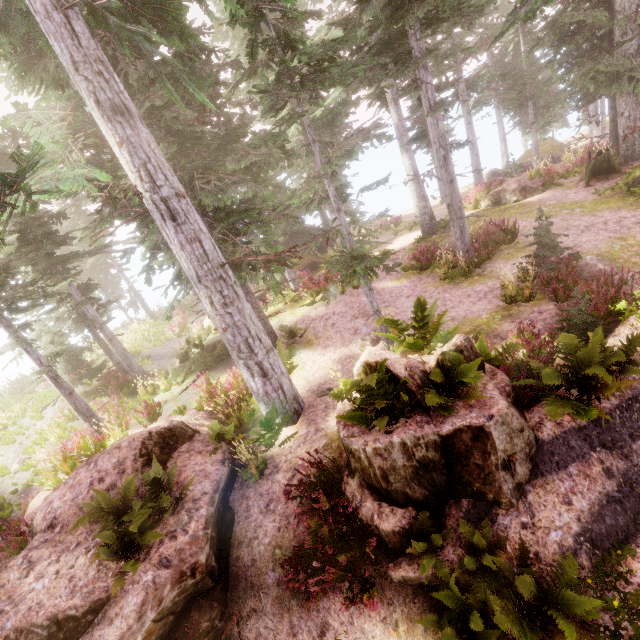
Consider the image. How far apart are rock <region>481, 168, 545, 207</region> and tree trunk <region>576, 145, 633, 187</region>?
1.60m

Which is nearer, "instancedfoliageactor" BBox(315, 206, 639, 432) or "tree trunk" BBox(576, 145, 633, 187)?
"instancedfoliageactor" BBox(315, 206, 639, 432)

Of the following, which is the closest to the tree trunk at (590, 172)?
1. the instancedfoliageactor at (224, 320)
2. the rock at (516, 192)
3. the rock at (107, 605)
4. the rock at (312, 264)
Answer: the instancedfoliageactor at (224, 320)

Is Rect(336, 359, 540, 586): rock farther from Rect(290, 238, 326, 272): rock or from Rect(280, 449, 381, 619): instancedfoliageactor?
Rect(290, 238, 326, 272): rock

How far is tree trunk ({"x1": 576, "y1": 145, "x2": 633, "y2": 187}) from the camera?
15.1 meters

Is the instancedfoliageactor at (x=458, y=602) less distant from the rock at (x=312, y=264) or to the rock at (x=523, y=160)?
the rock at (x=312, y=264)

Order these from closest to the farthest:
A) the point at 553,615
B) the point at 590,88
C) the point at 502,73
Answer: the point at 553,615, the point at 590,88, the point at 502,73

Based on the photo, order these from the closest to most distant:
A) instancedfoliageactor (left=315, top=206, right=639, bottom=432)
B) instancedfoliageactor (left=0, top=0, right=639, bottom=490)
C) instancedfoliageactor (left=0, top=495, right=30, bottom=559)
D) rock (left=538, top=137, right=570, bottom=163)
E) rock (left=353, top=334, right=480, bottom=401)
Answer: instancedfoliageactor (left=315, top=206, right=639, bottom=432)
rock (left=353, top=334, right=480, bottom=401)
instancedfoliageactor (left=0, top=0, right=639, bottom=490)
instancedfoliageactor (left=0, top=495, right=30, bottom=559)
rock (left=538, top=137, right=570, bottom=163)
